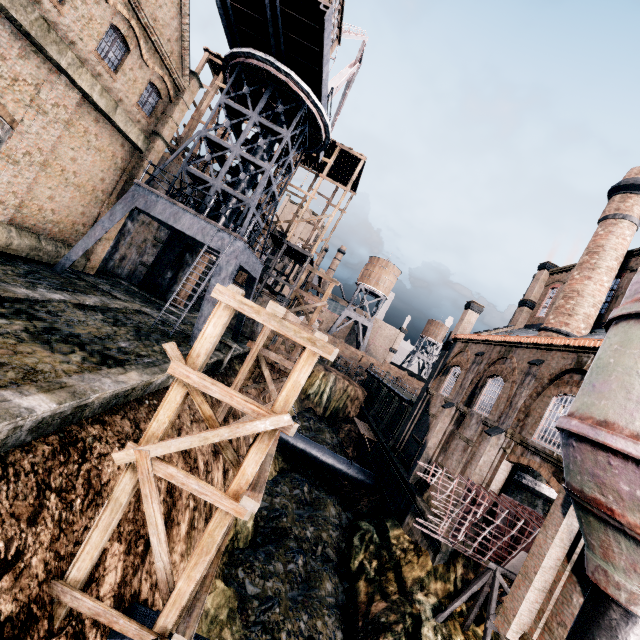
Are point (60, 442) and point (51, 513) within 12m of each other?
yes

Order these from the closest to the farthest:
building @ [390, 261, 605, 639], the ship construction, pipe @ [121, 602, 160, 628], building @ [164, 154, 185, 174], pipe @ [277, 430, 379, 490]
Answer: pipe @ [121, 602, 160, 628] → building @ [390, 261, 605, 639] → the ship construction → pipe @ [277, 430, 379, 490] → building @ [164, 154, 185, 174]

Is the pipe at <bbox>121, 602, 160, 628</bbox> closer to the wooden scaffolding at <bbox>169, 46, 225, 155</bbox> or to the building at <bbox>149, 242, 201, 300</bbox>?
the building at <bbox>149, 242, 201, 300</bbox>

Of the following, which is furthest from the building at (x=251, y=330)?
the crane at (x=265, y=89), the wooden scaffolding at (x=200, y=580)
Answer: the wooden scaffolding at (x=200, y=580)

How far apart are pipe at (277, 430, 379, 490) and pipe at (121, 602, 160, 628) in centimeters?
1844cm

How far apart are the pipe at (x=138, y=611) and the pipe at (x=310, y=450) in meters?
A: 18.4 m

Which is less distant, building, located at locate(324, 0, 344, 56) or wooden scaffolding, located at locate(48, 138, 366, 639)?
wooden scaffolding, located at locate(48, 138, 366, 639)

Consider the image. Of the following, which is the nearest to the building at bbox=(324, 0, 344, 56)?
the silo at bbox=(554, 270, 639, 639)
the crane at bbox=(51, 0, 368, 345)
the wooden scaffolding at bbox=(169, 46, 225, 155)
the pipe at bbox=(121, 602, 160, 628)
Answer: the crane at bbox=(51, 0, 368, 345)
